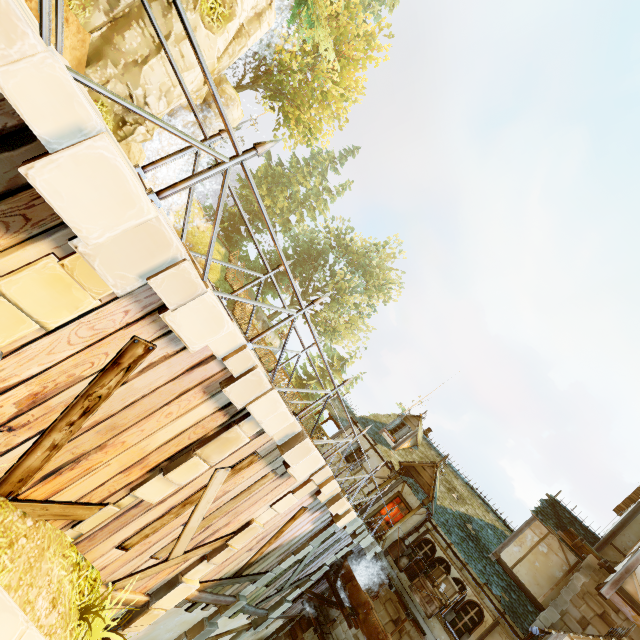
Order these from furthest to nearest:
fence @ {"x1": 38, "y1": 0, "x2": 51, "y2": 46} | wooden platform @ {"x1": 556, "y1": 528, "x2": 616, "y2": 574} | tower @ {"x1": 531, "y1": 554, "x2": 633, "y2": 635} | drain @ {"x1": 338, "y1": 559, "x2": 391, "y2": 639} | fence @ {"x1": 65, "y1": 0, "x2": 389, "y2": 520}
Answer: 1. wooden platform @ {"x1": 556, "y1": 528, "x2": 616, "y2": 574}
2. tower @ {"x1": 531, "y1": 554, "x2": 633, "y2": 635}
3. drain @ {"x1": 338, "y1": 559, "x2": 391, "y2": 639}
4. fence @ {"x1": 65, "y1": 0, "x2": 389, "y2": 520}
5. fence @ {"x1": 38, "y1": 0, "x2": 51, "y2": 46}

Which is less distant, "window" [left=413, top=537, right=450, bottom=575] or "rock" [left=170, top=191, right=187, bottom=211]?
"window" [left=413, top=537, right=450, bottom=575]

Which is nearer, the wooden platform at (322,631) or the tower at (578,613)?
the tower at (578,613)

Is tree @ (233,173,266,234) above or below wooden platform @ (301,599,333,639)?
above

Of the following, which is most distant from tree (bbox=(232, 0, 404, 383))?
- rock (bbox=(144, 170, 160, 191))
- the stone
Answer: the stone

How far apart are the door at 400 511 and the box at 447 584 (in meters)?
2.22

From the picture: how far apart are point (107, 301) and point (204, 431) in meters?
2.6

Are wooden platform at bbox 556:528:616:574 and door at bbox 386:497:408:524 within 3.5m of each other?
no
